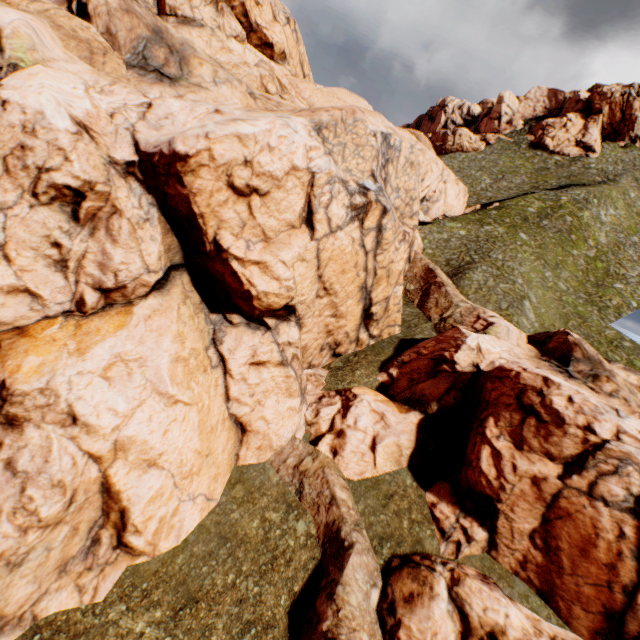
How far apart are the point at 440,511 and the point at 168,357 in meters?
14.8 m
